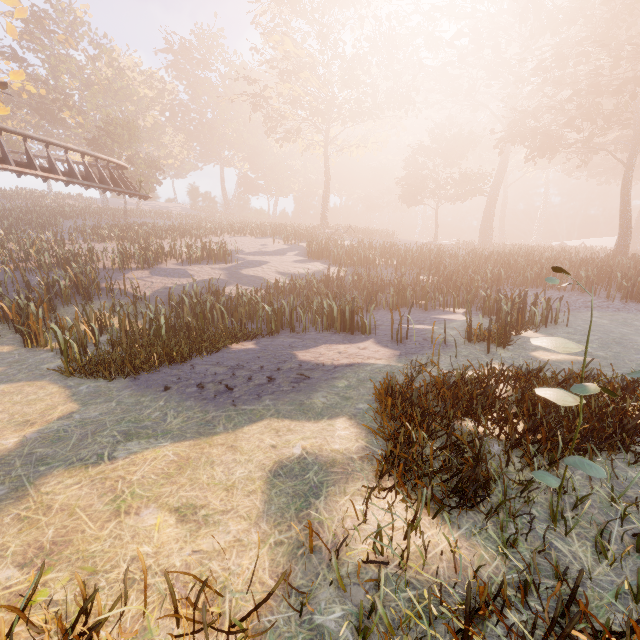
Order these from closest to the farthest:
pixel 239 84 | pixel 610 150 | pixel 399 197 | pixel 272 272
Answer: pixel 272 272, pixel 610 150, pixel 399 197, pixel 239 84
